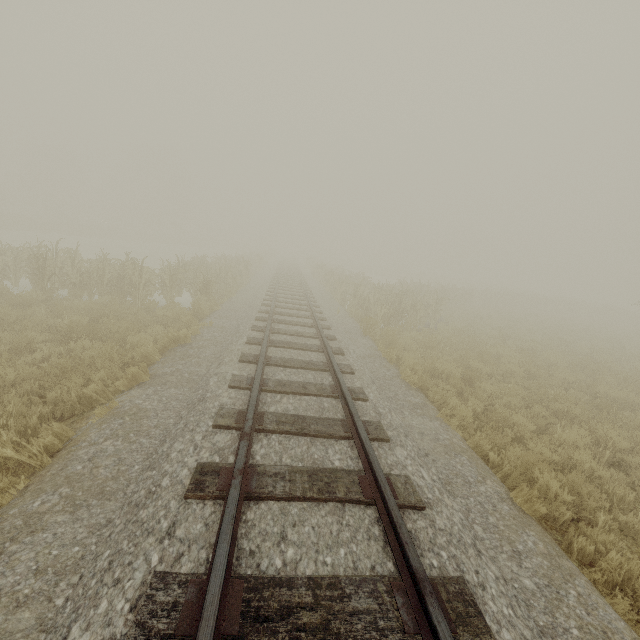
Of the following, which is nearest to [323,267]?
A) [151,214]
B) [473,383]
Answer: [473,383]
